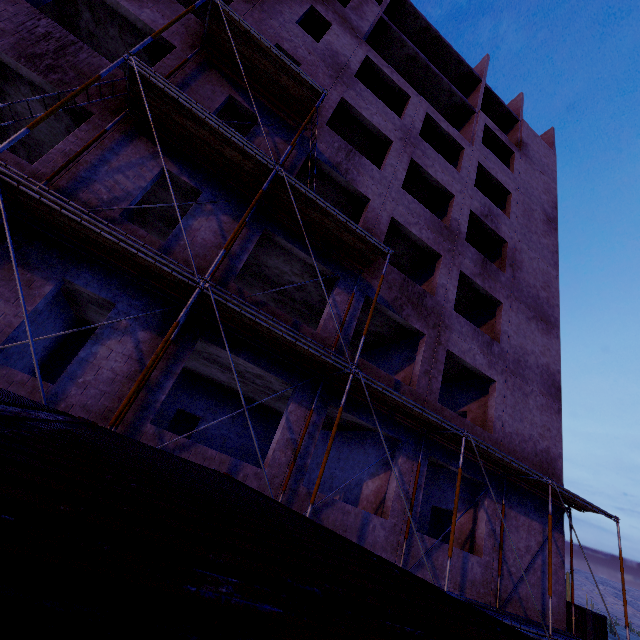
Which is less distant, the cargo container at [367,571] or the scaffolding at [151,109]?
the cargo container at [367,571]

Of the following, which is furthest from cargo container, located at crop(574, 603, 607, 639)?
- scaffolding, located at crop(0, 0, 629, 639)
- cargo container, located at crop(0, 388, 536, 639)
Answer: cargo container, located at crop(0, 388, 536, 639)

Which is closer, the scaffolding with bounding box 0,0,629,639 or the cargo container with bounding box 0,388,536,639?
the cargo container with bounding box 0,388,536,639

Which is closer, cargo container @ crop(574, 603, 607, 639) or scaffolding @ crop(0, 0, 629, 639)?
scaffolding @ crop(0, 0, 629, 639)

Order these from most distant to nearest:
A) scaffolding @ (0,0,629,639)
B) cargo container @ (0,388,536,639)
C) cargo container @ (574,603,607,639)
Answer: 1. cargo container @ (574,603,607,639)
2. scaffolding @ (0,0,629,639)
3. cargo container @ (0,388,536,639)

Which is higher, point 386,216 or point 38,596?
point 386,216

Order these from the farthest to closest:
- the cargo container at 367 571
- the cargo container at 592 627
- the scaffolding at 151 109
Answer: the cargo container at 592 627, the scaffolding at 151 109, the cargo container at 367 571
